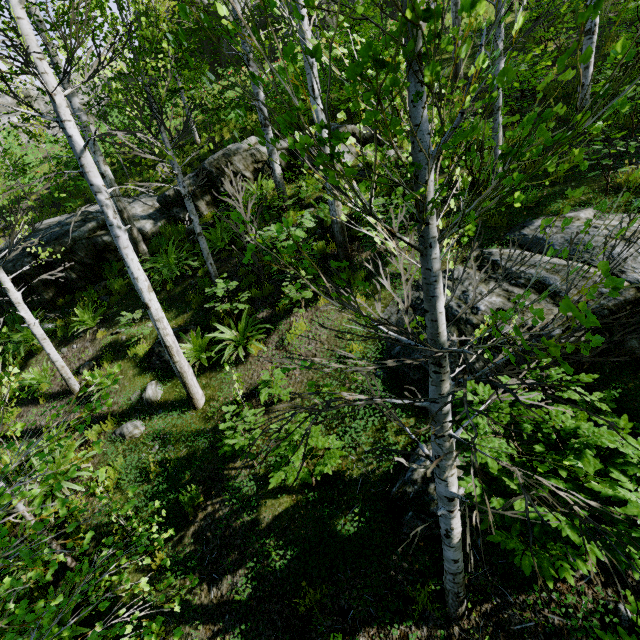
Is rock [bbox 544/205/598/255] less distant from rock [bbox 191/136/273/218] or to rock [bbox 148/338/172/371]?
rock [bbox 148/338/172/371]

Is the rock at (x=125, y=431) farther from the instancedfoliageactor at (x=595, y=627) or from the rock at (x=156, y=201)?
the rock at (x=156, y=201)

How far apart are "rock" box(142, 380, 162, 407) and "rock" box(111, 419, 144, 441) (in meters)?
0.26

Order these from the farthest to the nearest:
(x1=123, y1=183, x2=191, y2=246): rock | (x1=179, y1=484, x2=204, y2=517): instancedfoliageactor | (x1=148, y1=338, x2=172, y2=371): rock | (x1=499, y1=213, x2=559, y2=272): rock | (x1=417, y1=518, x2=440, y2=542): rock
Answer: (x1=123, y1=183, x2=191, y2=246): rock < (x1=148, y1=338, x2=172, y2=371): rock < (x1=499, y1=213, x2=559, y2=272): rock < (x1=179, y1=484, x2=204, y2=517): instancedfoliageactor < (x1=417, y1=518, x2=440, y2=542): rock

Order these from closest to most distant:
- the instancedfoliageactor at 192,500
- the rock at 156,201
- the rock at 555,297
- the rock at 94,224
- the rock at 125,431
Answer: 1. the rock at 555,297
2. the instancedfoliageactor at 192,500
3. the rock at 125,431
4. the rock at 94,224
5. the rock at 156,201

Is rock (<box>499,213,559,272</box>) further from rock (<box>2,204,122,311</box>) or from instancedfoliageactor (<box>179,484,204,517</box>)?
rock (<box>2,204,122,311</box>)

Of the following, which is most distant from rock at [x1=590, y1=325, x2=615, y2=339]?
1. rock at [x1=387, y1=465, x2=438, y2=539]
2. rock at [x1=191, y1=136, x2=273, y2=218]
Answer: rock at [x1=191, y1=136, x2=273, y2=218]

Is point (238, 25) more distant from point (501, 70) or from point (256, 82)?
point (501, 70)
